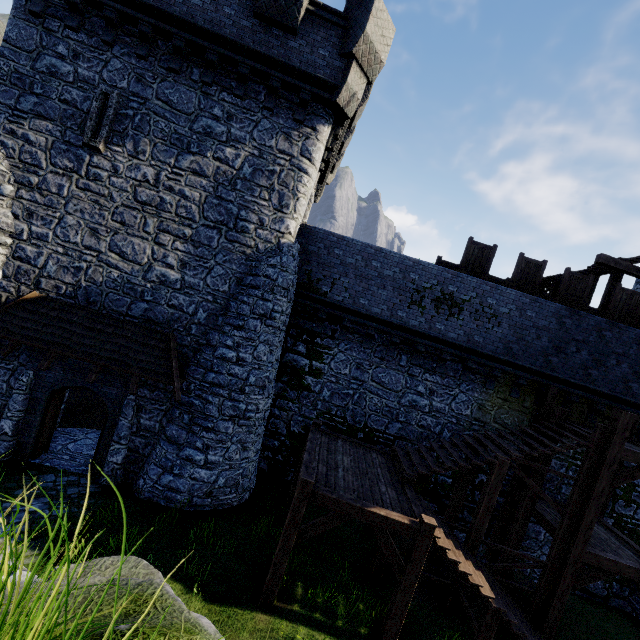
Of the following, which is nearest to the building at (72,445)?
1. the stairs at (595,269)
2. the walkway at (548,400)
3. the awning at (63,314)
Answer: the awning at (63,314)

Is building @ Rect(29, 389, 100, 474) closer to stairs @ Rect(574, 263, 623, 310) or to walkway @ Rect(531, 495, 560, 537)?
stairs @ Rect(574, 263, 623, 310)

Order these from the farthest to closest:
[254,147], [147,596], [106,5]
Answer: [254,147]
[106,5]
[147,596]

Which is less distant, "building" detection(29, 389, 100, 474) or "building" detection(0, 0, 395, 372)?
"building" detection(0, 0, 395, 372)

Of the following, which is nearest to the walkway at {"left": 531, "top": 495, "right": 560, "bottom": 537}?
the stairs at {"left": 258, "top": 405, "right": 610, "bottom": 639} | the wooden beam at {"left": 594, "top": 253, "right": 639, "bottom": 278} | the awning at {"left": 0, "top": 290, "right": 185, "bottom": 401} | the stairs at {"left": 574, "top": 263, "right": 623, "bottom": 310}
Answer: the stairs at {"left": 258, "top": 405, "right": 610, "bottom": 639}

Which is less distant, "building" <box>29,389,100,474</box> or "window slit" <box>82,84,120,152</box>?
"window slit" <box>82,84,120,152</box>

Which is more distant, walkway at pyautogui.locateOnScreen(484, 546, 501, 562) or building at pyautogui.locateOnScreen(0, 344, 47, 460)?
walkway at pyautogui.locateOnScreen(484, 546, 501, 562)

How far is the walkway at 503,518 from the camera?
11.9m
